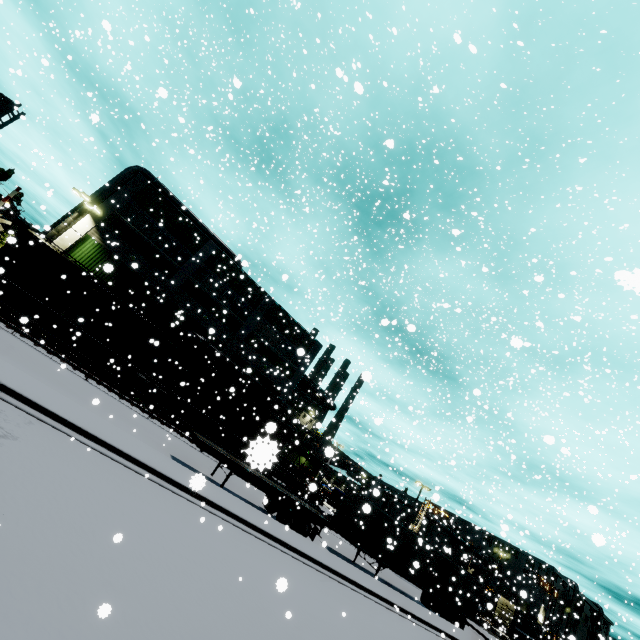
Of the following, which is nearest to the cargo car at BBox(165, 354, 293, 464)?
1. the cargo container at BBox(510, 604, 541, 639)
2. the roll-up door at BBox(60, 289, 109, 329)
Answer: the roll-up door at BBox(60, 289, 109, 329)

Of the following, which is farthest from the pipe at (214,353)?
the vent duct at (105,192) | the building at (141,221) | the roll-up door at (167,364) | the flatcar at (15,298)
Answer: the vent duct at (105,192)

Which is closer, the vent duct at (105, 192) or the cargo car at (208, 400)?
the cargo car at (208, 400)

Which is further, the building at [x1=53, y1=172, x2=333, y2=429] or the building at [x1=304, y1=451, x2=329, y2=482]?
the building at [x1=304, y1=451, x2=329, y2=482]

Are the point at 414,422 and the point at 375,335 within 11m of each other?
yes

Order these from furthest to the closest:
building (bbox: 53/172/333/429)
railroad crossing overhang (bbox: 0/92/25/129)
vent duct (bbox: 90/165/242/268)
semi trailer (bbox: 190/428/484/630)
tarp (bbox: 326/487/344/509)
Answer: tarp (bbox: 326/487/344/509), vent duct (bbox: 90/165/242/268), building (bbox: 53/172/333/429), semi trailer (bbox: 190/428/484/630), railroad crossing overhang (bbox: 0/92/25/129)

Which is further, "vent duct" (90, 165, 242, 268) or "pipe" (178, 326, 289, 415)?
"pipe" (178, 326, 289, 415)

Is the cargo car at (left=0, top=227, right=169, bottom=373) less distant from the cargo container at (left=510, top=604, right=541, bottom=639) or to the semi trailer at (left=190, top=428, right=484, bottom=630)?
the semi trailer at (left=190, top=428, right=484, bottom=630)
